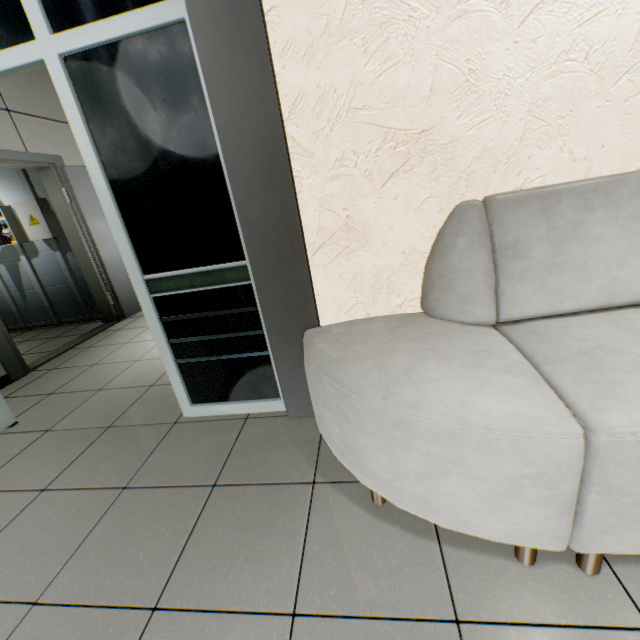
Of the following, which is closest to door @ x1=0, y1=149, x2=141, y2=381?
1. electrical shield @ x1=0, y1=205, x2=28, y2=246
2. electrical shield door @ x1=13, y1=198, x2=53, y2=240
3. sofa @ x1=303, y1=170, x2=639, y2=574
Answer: electrical shield door @ x1=13, y1=198, x2=53, y2=240

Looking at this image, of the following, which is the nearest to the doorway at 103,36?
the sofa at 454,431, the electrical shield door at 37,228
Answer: the sofa at 454,431

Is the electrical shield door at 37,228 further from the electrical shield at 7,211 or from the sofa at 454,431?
the sofa at 454,431

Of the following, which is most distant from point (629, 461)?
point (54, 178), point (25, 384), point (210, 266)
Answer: point (54, 178)

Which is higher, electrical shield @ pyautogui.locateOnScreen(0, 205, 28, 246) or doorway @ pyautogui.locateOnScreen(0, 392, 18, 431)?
electrical shield @ pyautogui.locateOnScreen(0, 205, 28, 246)

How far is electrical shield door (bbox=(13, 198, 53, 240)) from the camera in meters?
4.2 m

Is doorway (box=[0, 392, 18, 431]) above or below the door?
below

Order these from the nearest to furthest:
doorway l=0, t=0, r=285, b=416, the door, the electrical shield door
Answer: doorway l=0, t=0, r=285, b=416
the door
the electrical shield door
